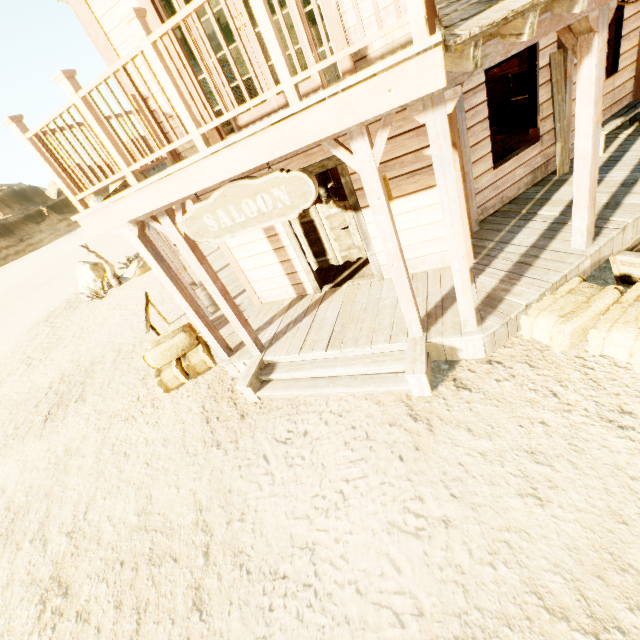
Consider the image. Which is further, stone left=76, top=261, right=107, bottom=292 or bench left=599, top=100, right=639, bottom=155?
stone left=76, top=261, right=107, bottom=292

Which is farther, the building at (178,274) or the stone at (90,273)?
the stone at (90,273)

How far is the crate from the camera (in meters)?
10.09

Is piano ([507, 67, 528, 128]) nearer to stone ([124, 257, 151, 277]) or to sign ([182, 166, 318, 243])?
sign ([182, 166, 318, 243])

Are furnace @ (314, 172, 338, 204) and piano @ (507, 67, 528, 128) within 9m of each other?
yes

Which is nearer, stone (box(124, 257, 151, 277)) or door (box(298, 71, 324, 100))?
door (box(298, 71, 324, 100))

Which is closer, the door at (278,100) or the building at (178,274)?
the building at (178,274)

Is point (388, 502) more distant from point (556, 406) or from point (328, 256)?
point (328, 256)
